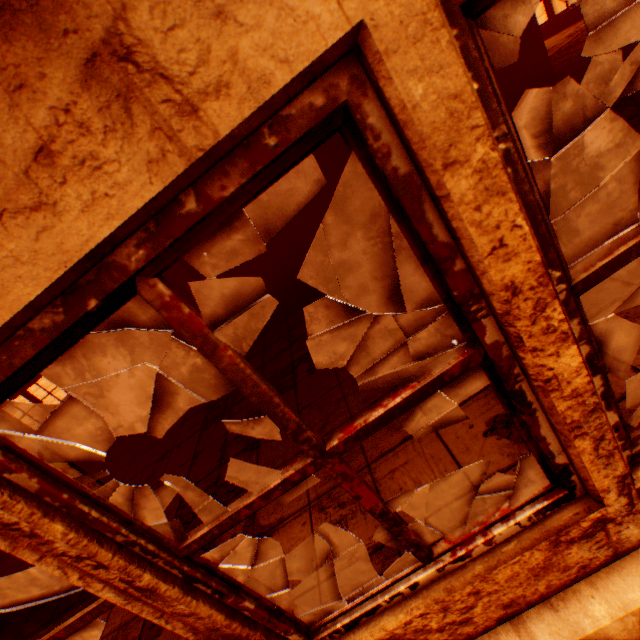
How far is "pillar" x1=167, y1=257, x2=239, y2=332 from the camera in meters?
7.5

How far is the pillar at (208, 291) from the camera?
7.46m

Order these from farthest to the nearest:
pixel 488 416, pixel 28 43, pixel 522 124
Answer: pixel 522 124 < pixel 488 416 < pixel 28 43
